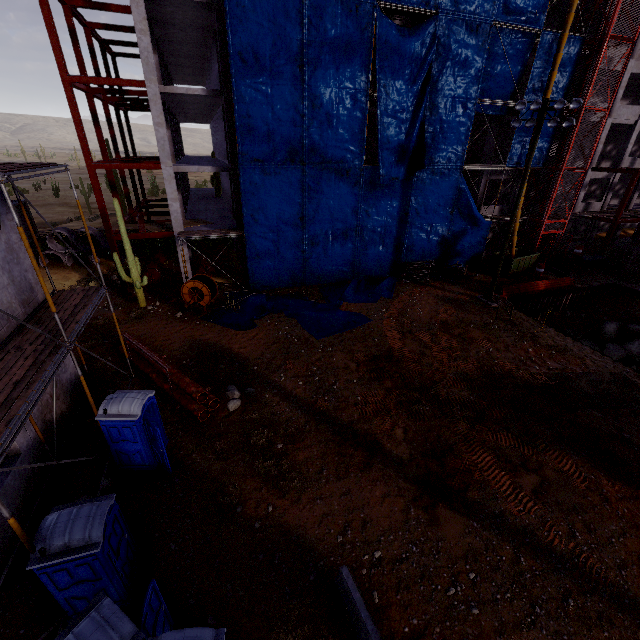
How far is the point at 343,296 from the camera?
21.38m

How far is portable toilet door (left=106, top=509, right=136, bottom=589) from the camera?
6.54m

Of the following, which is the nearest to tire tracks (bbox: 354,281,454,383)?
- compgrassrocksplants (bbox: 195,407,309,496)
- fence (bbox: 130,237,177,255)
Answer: compgrassrocksplants (bbox: 195,407,309,496)

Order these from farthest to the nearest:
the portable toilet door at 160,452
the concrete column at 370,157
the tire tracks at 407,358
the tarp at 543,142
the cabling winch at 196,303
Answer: the concrete column at 370,157 < the tarp at 543,142 < the cabling winch at 196,303 < the tire tracks at 407,358 < the portable toilet door at 160,452

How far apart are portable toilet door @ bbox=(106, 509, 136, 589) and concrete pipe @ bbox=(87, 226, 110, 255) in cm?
2439

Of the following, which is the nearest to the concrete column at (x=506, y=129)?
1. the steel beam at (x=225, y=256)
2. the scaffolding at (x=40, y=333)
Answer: the steel beam at (x=225, y=256)

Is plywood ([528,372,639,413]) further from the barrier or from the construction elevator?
the construction elevator

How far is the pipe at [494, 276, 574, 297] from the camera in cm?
2223
